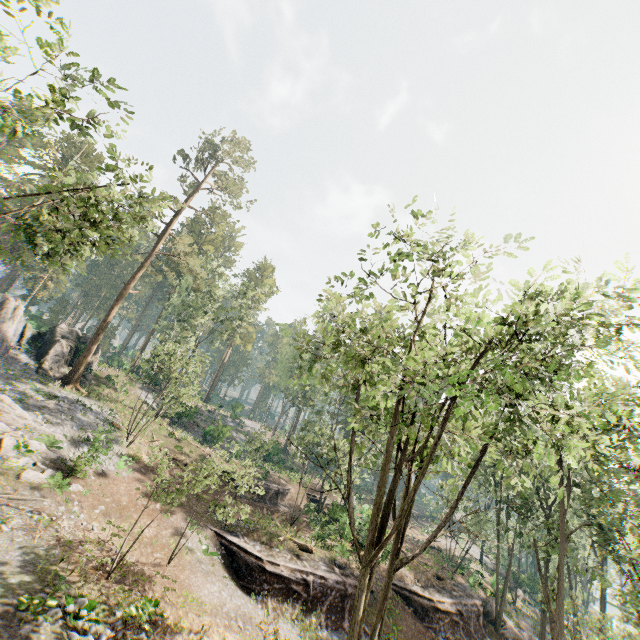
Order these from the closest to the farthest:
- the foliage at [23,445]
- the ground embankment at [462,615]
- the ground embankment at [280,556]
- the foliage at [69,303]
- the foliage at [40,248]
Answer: the foliage at [40,248] → the foliage at [23,445] → the ground embankment at [280,556] → the ground embankment at [462,615] → the foliage at [69,303]

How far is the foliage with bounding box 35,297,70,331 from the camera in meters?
54.4 m

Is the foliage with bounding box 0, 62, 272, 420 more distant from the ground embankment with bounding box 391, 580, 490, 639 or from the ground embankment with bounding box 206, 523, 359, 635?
the ground embankment with bounding box 206, 523, 359, 635

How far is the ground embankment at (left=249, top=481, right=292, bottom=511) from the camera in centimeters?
3216cm

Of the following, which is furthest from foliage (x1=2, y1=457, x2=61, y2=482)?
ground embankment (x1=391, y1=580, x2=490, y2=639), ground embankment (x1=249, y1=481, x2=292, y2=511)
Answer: ground embankment (x1=249, y1=481, x2=292, y2=511)

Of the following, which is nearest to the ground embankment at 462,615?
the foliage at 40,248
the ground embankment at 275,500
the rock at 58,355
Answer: the foliage at 40,248

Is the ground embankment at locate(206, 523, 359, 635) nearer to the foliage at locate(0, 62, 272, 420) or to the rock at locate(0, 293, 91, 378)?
the foliage at locate(0, 62, 272, 420)

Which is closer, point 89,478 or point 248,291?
point 89,478
